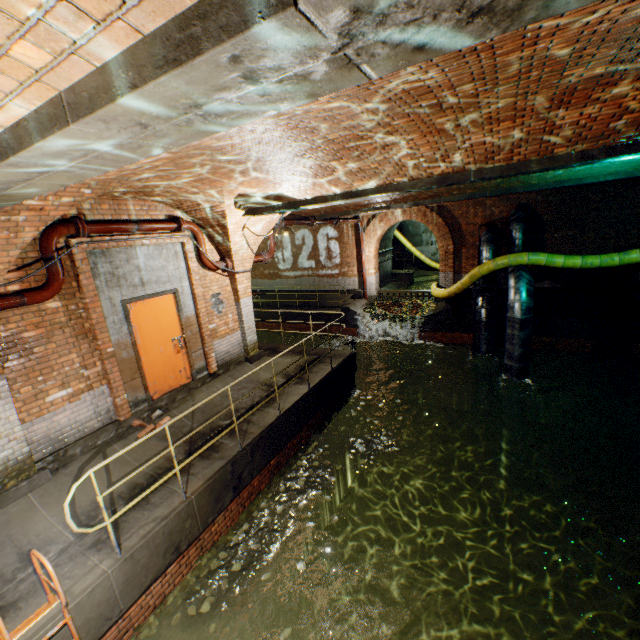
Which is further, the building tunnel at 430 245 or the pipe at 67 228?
the building tunnel at 430 245

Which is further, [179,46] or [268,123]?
[268,123]

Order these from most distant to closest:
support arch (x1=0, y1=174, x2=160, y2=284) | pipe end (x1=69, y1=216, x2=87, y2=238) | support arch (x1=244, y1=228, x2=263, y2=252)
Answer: support arch (x1=244, y1=228, x2=263, y2=252) → pipe end (x1=69, y1=216, x2=87, y2=238) → support arch (x1=0, y1=174, x2=160, y2=284)

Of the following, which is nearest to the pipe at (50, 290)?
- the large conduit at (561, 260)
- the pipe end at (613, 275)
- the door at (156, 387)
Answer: the door at (156, 387)

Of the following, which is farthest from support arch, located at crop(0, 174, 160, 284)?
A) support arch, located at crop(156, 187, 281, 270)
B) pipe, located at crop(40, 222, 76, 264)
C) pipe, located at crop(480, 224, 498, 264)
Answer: pipe, located at crop(480, 224, 498, 264)

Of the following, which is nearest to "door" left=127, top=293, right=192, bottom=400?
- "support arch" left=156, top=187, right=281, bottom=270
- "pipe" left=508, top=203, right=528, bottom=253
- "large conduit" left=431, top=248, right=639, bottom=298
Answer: "support arch" left=156, top=187, right=281, bottom=270

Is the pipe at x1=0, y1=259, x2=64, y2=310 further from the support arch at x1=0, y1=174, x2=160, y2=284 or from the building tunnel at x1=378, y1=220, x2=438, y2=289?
the building tunnel at x1=378, y1=220, x2=438, y2=289

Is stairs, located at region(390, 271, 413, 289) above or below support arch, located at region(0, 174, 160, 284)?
below
